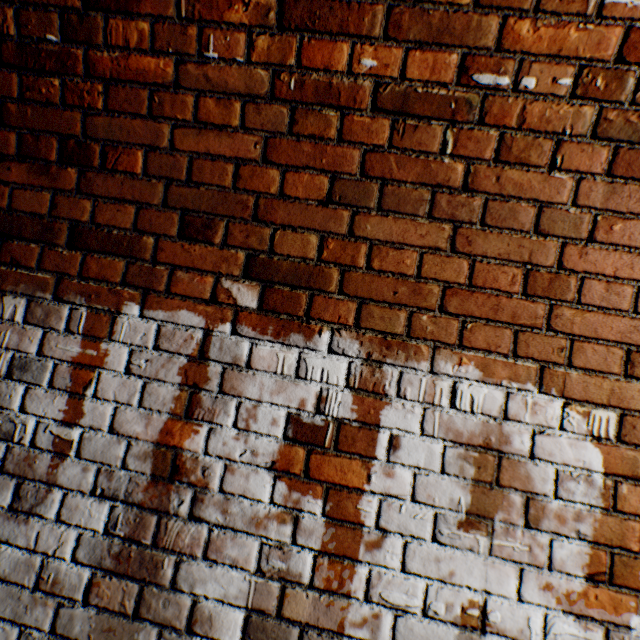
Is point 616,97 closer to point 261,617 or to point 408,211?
point 408,211
